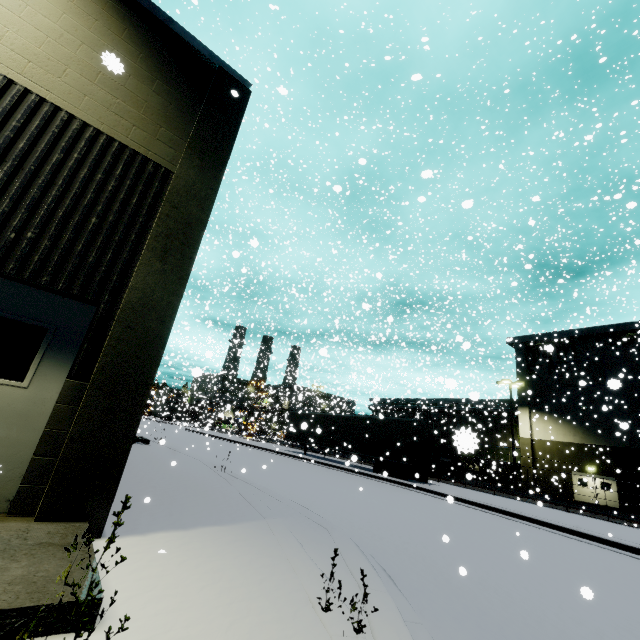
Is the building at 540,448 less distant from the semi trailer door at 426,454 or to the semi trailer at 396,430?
the semi trailer at 396,430

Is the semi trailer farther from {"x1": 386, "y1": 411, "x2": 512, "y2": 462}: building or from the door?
the door

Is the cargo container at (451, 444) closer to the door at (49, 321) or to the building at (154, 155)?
the building at (154, 155)

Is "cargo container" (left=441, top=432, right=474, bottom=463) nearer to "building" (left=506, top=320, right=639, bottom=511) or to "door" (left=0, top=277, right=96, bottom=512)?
"building" (left=506, top=320, right=639, bottom=511)

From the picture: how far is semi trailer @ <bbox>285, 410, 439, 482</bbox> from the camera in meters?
19.9

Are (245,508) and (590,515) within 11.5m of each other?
no

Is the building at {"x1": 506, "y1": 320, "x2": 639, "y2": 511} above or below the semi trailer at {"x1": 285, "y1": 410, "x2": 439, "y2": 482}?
above

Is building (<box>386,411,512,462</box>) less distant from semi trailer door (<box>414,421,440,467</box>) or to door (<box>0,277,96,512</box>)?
door (<box>0,277,96,512</box>)
